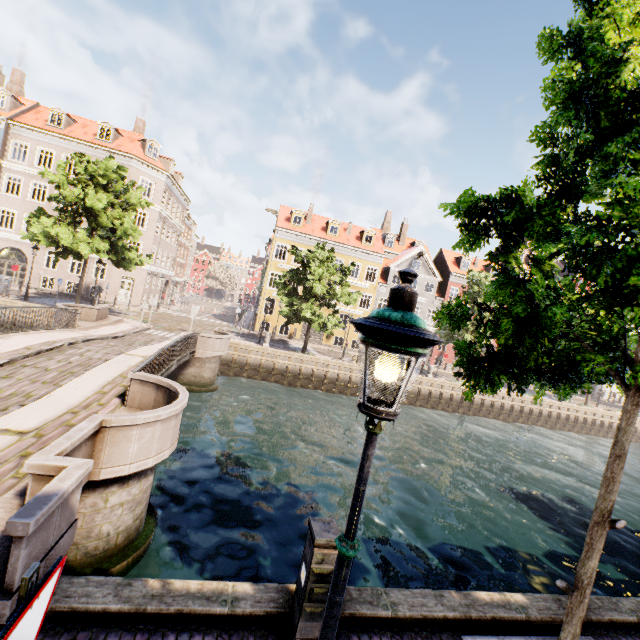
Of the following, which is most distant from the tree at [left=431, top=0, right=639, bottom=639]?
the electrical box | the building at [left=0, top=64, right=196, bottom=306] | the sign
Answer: the building at [left=0, top=64, right=196, bottom=306]

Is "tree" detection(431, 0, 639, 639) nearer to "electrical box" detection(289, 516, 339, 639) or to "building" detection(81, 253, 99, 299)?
"electrical box" detection(289, 516, 339, 639)

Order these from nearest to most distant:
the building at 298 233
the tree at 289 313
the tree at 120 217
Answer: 1. the tree at 120 217
2. the tree at 289 313
3. the building at 298 233

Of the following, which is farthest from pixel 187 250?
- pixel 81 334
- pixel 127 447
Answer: pixel 127 447

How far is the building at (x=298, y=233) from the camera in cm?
3316

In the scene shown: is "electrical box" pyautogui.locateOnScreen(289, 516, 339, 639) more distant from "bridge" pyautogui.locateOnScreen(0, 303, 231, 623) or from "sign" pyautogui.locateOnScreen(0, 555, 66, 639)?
"bridge" pyautogui.locateOnScreen(0, 303, 231, 623)

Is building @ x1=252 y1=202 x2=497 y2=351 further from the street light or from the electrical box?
the street light

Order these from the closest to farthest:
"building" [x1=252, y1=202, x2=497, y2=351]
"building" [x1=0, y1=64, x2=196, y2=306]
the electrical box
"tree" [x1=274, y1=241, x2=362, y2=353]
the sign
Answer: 1. the sign
2. the electrical box
3. "tree" [x1=274, y1=241, x2=362, y2=353]
4. "building" [x1=0, y1=64, x2=196, y2=306]
5. "building" [x1=252, y1=202, x2=497, y2=351]
